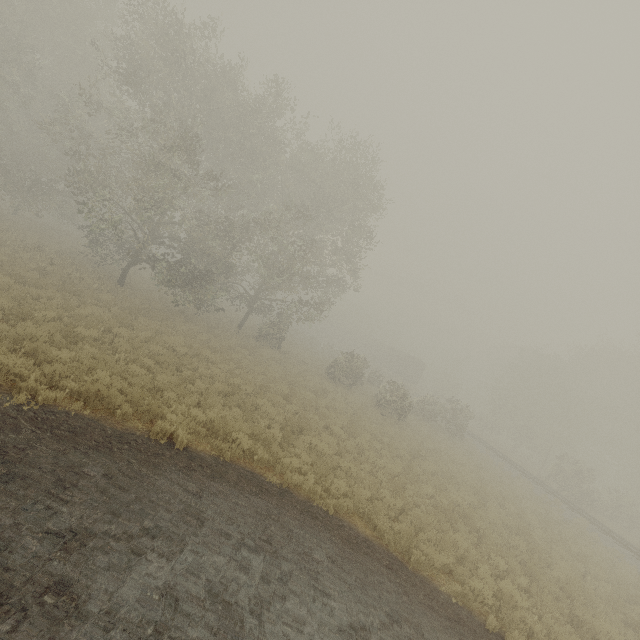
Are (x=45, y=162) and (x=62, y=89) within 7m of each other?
yes

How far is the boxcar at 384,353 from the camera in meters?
50.6

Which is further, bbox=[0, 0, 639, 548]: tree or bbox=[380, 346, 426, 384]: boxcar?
bbox=[380, 346, 426, 384]: boxcar

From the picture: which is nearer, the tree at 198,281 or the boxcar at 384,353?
the tree at 198,281

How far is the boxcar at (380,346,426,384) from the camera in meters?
50.6
